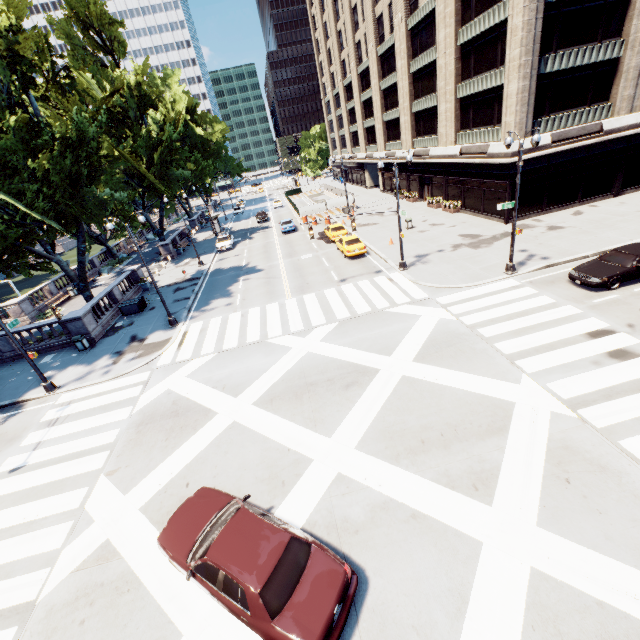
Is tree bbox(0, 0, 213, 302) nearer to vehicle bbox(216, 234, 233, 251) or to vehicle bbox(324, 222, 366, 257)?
vehicle bbox(216, 234, 233, 251)

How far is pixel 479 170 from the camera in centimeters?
2845cm

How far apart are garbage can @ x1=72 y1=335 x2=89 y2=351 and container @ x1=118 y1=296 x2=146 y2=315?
4.3 meters

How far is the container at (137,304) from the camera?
25.2m

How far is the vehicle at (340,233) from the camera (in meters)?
26.70

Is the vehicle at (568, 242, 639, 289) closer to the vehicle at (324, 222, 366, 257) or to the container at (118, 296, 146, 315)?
the vehicle at (324, 222, 366, 257)

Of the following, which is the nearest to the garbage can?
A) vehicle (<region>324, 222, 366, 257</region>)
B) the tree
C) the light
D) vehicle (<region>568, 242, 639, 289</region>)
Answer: the light

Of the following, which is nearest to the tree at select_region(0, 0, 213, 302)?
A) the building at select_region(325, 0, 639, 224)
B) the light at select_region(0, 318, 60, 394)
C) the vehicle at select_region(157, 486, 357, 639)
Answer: the light at select_region(0, 318, 60, 394)
